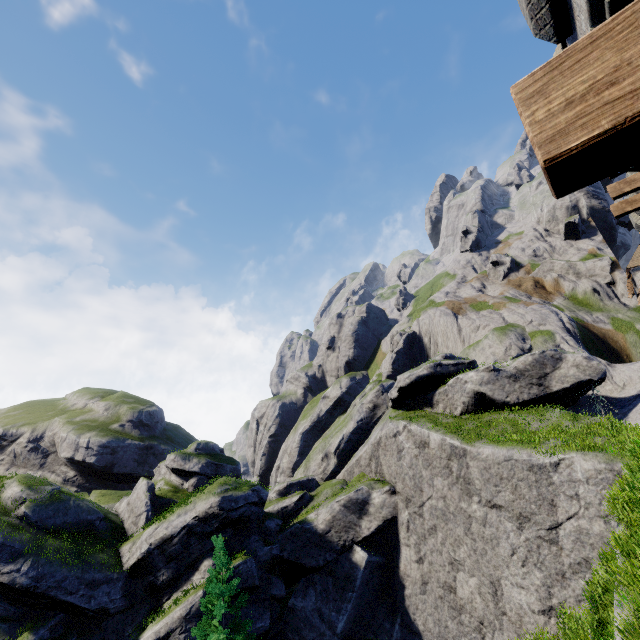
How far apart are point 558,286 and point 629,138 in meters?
72.6 m

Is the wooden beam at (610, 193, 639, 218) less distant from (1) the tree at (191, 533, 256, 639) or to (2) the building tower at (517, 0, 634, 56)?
(2) the building tower at (517, 0, 634, 56)

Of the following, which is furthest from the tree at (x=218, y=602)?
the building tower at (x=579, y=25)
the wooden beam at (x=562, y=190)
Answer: the wooden beam at (x=562, y=190)

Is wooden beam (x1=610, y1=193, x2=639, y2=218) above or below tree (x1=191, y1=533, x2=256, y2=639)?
above

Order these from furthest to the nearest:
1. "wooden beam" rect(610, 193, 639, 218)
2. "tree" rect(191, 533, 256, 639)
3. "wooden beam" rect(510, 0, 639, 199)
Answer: "tree" rect(191, 533, 256, 639) < "wooden beam" rect(610, 193, 639, 218) < "wooden beam" rect(510, 0, 639, 199)

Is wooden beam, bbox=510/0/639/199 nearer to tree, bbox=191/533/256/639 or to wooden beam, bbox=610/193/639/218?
wooden beam, bbox=610/193/639/218

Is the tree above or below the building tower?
below

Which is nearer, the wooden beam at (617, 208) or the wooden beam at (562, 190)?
the wooden beam at (562, 190)
